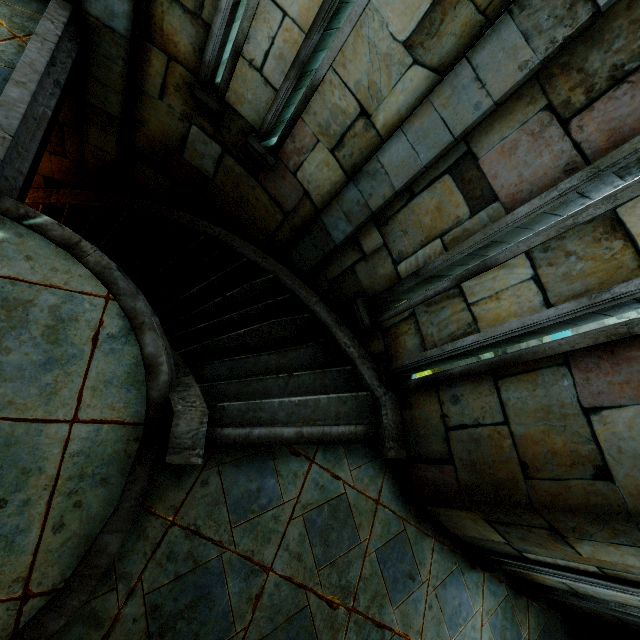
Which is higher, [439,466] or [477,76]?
[477,76]
